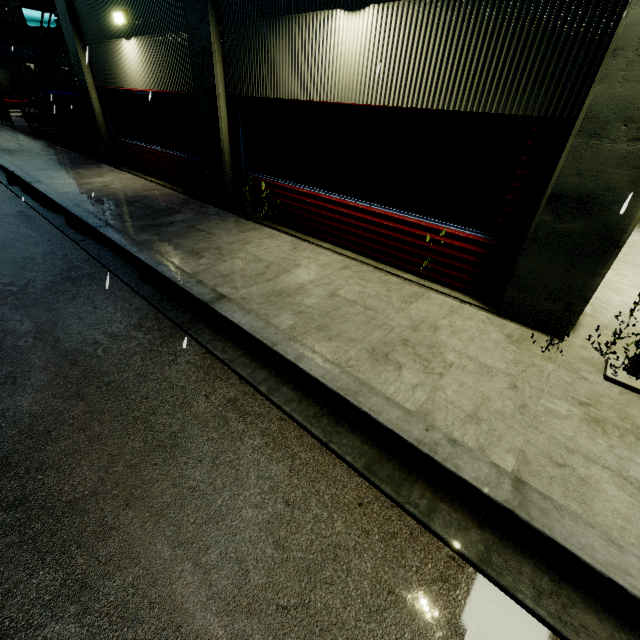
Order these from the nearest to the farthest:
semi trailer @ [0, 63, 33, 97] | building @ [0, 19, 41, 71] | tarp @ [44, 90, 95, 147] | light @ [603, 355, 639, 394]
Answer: light @ [603, 355, 639, 394] → tarp @ [44, 90, 95, 147] → semi trailer @ [0, 63, 33, 97] → building @ [0, 19, 41, 71]

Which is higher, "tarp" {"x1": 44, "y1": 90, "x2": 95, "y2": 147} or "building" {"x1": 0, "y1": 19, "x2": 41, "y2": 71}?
"building" {"x1": 0, "y1": 19, "x2": 41, "y2": 71}

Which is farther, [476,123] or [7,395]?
[476,123]

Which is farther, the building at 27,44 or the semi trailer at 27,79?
the building at 27,44

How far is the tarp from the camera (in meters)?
13.17

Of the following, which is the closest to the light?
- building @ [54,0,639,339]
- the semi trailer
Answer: building @ [54,0,639,339]

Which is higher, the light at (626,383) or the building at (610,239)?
the building at (610,239)

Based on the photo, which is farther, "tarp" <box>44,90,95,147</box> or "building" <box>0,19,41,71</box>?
"building" <box>0,19,41,71</box>
